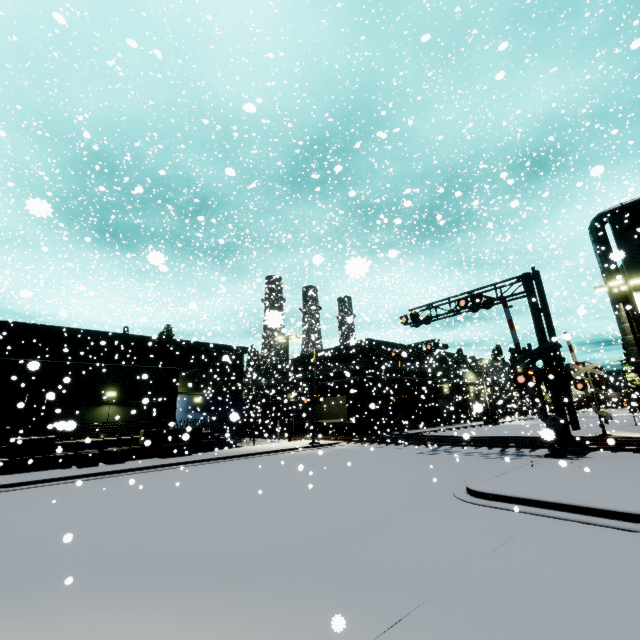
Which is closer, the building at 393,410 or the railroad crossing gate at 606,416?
the railroad crossing gate at 606,416

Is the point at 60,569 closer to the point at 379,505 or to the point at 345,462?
the point at 379,505

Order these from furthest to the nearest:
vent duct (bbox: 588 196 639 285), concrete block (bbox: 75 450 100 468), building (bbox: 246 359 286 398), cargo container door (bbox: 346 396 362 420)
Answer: building (bbox: 246 359 286 398), cargo container door (bbox: 346 396 362 420), vent duct (bbox: 588 196 639 285), concrete block (bbox: 75 450 100 468)

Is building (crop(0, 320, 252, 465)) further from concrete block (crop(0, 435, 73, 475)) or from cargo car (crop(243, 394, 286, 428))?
cargo car (crop(243, 394, 286, 428))

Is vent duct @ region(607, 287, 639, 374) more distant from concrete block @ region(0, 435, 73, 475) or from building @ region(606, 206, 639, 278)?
concrete block @ region(0, 435, 73, 475)

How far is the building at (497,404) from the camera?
35.9m

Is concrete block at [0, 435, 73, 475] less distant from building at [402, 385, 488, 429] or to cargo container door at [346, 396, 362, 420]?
building at [402, 385, 488, 429]

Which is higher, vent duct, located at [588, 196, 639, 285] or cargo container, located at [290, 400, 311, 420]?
vent duct, located at [588, 196, 639, 285]
